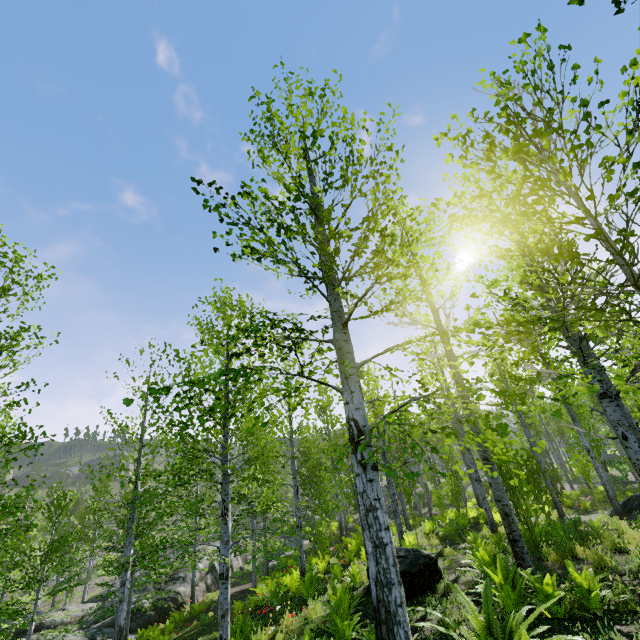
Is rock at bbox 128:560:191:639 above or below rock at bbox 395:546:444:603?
below

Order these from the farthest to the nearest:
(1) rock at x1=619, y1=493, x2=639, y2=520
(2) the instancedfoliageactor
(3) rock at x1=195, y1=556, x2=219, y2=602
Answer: (3) rock at x1=195, y1=556, x2=219, y2=602 → (1) rock at x1=619, y1=493, x2=639, y2=520 → (2) the instancedfoliageactor

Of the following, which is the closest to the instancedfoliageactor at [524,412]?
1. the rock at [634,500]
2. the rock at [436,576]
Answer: the rock at [436,576]

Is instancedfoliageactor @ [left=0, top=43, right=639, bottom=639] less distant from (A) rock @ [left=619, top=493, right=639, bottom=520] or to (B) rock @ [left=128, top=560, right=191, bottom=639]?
(B) rock @ [left=128, top=560, right=191, bottom=639]

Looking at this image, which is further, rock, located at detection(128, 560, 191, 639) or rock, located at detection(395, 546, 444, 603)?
rock, located at detection(128, 560, 191, 639)

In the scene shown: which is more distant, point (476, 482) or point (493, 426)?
point (493, 426)

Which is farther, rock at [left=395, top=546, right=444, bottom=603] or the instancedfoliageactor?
rock at [left=395, top=546, right=444, bottom=603]

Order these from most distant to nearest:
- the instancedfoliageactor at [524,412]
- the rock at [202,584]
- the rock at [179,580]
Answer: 1. the rock at [202,584]
2. the rock at [179,580]
3. the instancedfoliageactor at [524,412]
